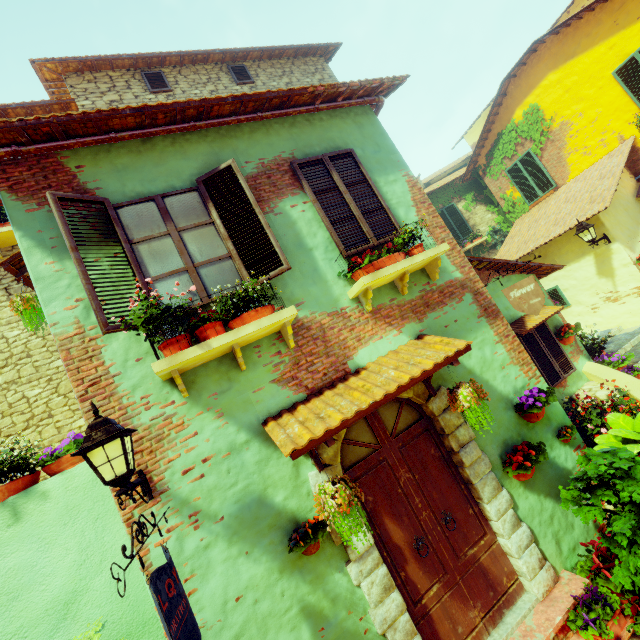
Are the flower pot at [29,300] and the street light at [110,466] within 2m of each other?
no

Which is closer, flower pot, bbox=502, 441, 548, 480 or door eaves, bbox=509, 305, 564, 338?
flower pot, bbox=502, 441, 548, 480

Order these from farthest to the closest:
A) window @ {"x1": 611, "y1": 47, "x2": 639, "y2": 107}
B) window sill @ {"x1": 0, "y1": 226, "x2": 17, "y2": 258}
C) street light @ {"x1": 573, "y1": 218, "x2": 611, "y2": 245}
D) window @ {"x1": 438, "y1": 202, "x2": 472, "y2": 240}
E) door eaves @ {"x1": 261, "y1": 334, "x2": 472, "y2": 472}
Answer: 1. window @ {"x1": 438, "y1": 202, "x2": 472, "y2": 240}
2. window @ {"x1": 611, "y1": 47, "x2": 639, "y2": 107}
3. street light @ {"x1": 573, "y1": 218, "x2": 611, "y2": 245}
4. window sill @ {"x1": 0, "y1": 226, "x2": 17, "y2": 258}
5. door eaves @ {"x1": 261, "y1": 334, "x2": 472, "y2": 472}

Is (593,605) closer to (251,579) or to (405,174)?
(251,579)

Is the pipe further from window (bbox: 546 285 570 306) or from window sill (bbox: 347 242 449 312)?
window (bbox: 546 285 570 306)

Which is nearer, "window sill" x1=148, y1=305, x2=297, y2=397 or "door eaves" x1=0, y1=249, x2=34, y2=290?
"window sill" x1=148, y1=305, x2=297, y2=397

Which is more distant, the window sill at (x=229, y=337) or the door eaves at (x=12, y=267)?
the door eaves at (x=12, y=267)

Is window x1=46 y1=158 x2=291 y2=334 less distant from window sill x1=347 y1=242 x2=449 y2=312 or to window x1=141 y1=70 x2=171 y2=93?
Result: window sill x1=347 y1=242 x2=449 y2=312
